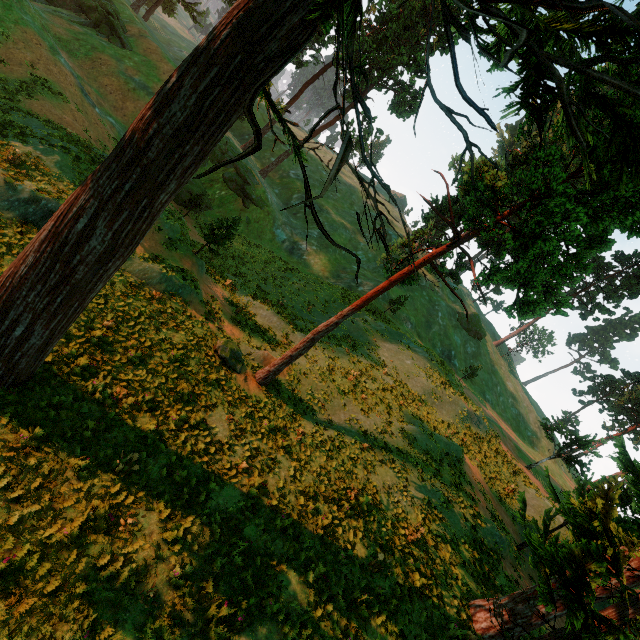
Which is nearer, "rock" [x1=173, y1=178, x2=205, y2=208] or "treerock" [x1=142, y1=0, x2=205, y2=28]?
"rock" [x1=173, y1=178, x2=205, y2=208]

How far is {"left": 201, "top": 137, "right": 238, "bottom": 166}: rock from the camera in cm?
3722

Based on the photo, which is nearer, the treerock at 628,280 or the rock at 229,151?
the rock at 229,151

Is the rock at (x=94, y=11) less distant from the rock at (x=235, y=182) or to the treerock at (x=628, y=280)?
the treerock at (x=628, y=280)

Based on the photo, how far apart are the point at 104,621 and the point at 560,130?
14.0m

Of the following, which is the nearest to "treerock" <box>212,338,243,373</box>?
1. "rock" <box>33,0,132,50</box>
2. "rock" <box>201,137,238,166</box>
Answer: "rock" <box>33,0,132,50</box>

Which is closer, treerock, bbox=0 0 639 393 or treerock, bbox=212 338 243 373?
treerock, bbox=0 0 639 393
